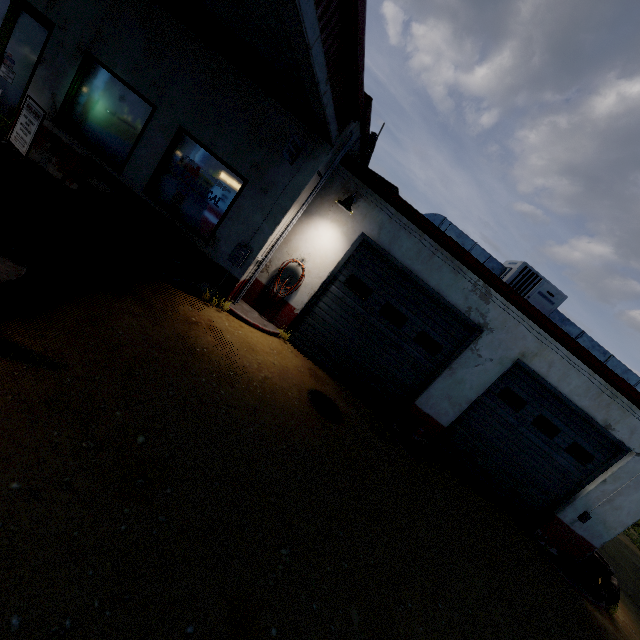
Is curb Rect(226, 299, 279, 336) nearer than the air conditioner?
Yes

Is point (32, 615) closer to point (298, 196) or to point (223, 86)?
point (298, 196)

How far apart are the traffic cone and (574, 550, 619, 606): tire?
11.9 meters

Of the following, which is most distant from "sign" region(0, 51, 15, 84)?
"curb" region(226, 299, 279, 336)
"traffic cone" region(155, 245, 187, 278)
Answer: "curb" region(226, 299, 279, 336)

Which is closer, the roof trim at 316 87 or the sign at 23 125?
the roof trim at 316 87

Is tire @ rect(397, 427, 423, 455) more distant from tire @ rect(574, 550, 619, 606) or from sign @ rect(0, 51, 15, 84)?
sign @ rect(0, 51, 15, 84)

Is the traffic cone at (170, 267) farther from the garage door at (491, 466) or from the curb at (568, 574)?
the curb at (568, 574)

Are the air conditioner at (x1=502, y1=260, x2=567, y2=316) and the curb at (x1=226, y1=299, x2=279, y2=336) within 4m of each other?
no
